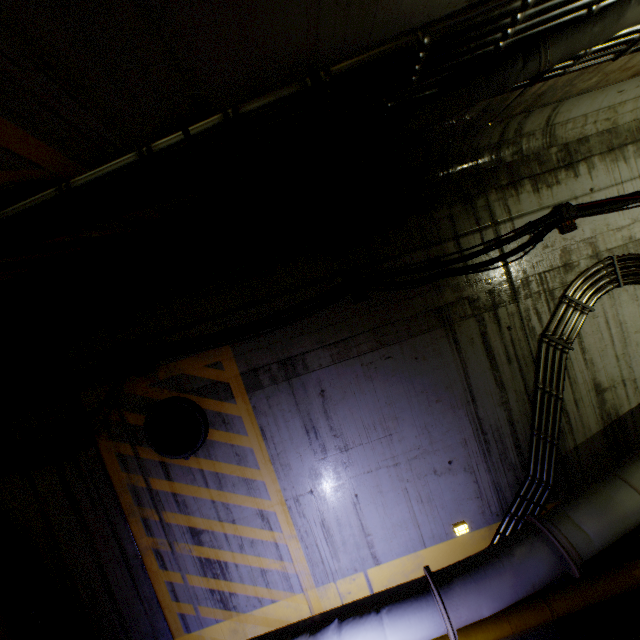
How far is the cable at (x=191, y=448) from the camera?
4.2 meters

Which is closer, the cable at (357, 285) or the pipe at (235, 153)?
the pipe at (235, 153)

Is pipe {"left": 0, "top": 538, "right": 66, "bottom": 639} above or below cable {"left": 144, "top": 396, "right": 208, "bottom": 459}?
below

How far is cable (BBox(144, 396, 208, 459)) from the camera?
4.22m

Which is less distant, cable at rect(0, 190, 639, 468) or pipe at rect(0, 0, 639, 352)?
pipe at rect(0, 0, 639, 352)

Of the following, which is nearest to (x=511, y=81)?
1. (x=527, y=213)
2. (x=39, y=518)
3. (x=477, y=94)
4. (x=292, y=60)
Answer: (x=477, y=94)
